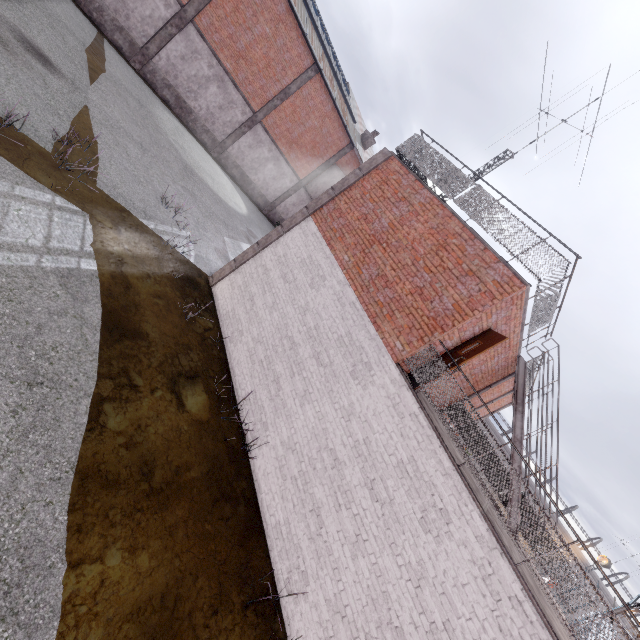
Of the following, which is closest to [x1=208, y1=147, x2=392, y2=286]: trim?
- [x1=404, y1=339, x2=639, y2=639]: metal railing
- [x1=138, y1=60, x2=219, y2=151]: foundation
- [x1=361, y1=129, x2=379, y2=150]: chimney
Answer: [x1=404, y1=339, x2=639, y2=639]: metal railing

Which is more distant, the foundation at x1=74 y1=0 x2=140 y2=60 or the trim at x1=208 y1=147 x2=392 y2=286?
the foundation at x1=74 y1=0 x2=140 y2=60

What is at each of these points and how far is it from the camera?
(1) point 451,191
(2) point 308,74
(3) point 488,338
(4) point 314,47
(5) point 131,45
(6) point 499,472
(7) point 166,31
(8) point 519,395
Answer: (1) metal railing, 8.16m
(2) column, 20.55m
(3) door, 6.91m
(4) window, 19.41m
(5) foundation, 16.84m
(6) metal railing, 10.28m
(7) column, 16.88m
(8) stair, 9.52m

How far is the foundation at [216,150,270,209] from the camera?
22.7 meters

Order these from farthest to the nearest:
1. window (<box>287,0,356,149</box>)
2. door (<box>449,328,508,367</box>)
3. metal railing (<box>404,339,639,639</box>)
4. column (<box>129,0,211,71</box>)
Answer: window (<box>287,0,356,149</box>) < column (<box>129,0,211,71</box>) < door (<box>449,328,508,367</box>) < metal railing (<box>404,339,639,639</box>)

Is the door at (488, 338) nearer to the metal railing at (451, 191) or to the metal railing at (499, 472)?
the metal railing at (499, 472)

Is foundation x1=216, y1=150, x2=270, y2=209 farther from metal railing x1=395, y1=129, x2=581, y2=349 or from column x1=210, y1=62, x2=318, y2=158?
metal railing x1=395, y1=129, x2=581, y2=349

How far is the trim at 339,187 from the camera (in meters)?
9.70
